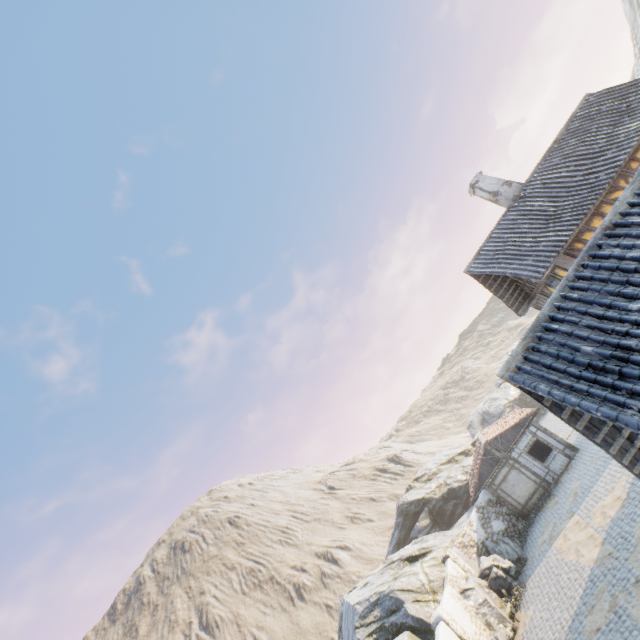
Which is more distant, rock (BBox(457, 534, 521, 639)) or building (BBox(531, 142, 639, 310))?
rock (BBox(457, 534, 521, 639))

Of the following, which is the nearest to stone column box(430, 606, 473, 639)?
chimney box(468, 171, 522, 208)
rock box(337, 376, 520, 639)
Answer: rock box(337, 376, 520, 639)

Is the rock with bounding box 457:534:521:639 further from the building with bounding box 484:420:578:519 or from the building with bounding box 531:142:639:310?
the building with bounding box 531:142:639:310

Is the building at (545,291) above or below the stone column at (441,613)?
above

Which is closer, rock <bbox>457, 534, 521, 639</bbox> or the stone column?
the stone column

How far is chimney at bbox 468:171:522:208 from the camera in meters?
15.8 m

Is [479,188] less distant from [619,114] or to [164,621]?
[619,114]

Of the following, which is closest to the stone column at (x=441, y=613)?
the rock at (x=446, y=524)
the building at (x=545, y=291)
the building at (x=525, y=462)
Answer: the rock at (x=446, y=524)
